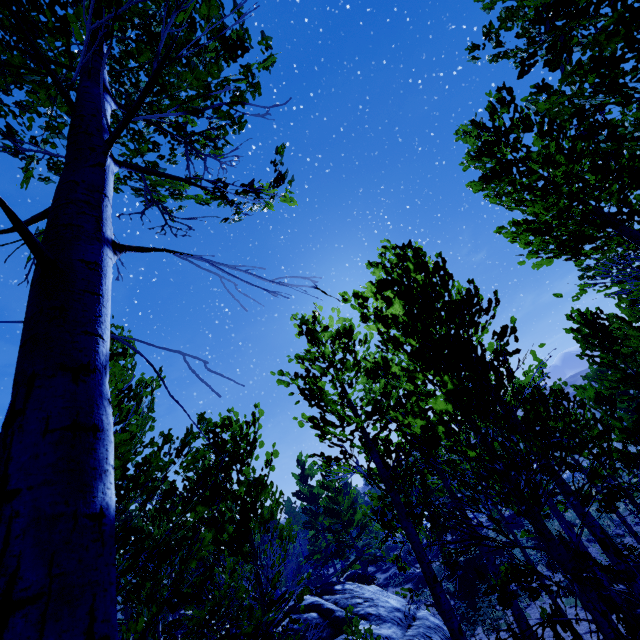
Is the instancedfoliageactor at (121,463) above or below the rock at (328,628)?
above

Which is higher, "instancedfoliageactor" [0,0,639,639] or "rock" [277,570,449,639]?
"instancedfoliageactor" [0,0,639,639]

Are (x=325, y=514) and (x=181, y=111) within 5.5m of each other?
no

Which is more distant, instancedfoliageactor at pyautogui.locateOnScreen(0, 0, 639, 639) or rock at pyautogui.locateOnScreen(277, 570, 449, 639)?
rock at pyautogui.locateOnScreen(277, 570, 449, 639)

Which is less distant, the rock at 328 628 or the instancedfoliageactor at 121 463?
the instancedfoliageactor at 121 463
